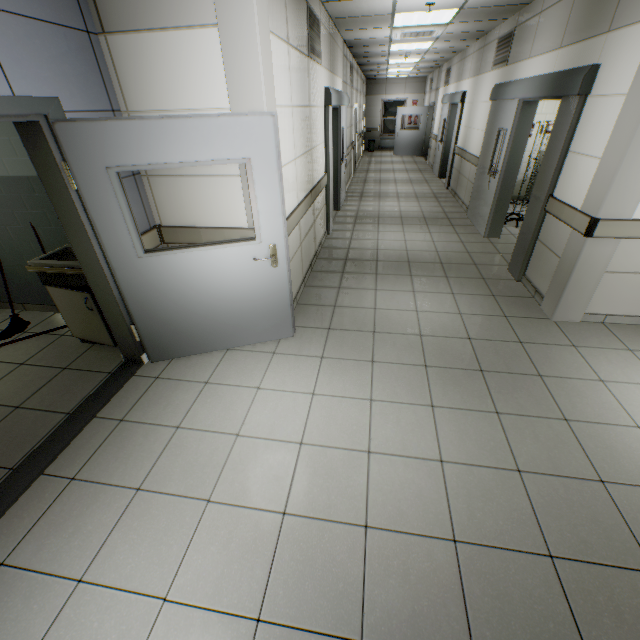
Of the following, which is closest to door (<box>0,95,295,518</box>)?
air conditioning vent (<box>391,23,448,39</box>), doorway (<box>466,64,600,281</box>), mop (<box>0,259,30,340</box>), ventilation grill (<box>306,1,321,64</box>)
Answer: mop (<box>0,259,30,340</box>)

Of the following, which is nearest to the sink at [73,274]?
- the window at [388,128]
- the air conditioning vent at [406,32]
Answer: the air conditioning vent at [406,32]

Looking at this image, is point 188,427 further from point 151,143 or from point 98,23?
point 98,23

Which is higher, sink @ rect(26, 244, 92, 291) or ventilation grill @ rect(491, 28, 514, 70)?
ventilation grill @ rect(491, 28, 514, 70)

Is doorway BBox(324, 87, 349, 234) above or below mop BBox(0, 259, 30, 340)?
above

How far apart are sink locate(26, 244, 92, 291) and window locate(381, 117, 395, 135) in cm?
1859

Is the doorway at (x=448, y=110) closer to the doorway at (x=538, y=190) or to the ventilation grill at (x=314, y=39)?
the doorway at (x=538, y=190)

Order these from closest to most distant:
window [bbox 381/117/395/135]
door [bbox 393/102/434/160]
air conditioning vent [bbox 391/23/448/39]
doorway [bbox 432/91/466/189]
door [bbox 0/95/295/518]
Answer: door [bbox 0/95/295/518], air conditioning vent [bbox 391/23/448/39], doorway [bbox 432/91/466/189], door [bbox 393/102/434/160], window [bbox 381/117/395/135]
